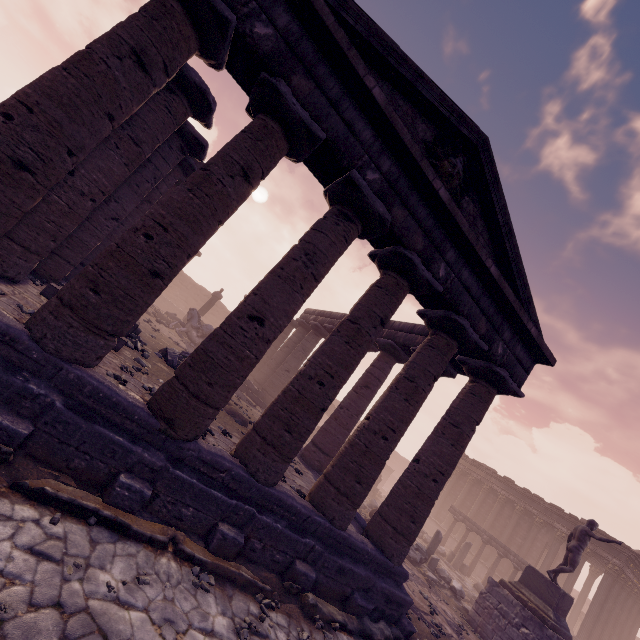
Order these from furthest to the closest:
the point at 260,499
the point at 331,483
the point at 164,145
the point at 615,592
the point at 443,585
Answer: the point at 615,592, the point at 443,585, the point at 164,145, the point at 331,483, the point at 260,499

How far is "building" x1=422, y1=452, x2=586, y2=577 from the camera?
22.39m

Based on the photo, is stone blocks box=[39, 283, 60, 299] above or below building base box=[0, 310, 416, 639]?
above

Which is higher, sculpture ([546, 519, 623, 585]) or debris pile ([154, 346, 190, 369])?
sculpture ([546, 519, 623, 585])

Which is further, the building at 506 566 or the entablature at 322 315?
the building at 506 566

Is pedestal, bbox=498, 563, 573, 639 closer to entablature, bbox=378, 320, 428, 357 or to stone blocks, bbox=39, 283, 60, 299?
entablature, bbox=378, 320, 428, 357

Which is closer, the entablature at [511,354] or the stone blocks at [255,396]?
the entablature at [511,354]

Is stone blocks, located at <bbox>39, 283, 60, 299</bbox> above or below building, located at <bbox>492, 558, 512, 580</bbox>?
below
